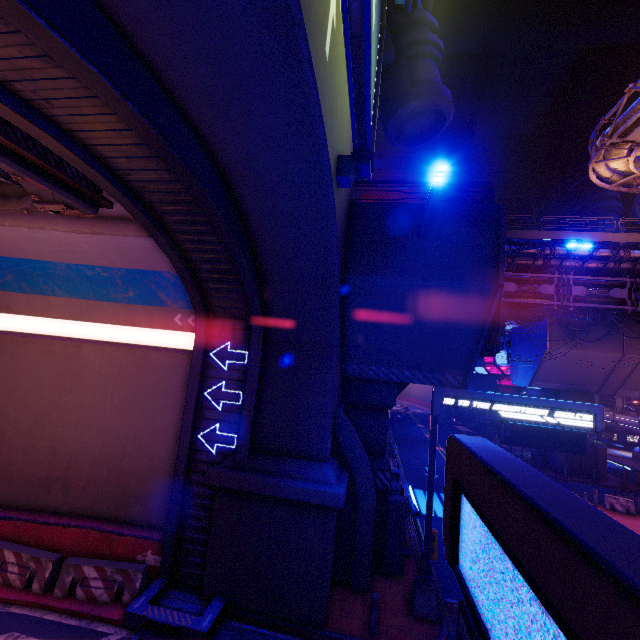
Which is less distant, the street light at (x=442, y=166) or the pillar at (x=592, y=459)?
the street light at (x=442, y=166)

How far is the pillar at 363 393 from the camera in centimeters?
1222cm

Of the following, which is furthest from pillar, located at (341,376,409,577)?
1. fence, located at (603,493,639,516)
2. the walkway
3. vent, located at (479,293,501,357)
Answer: the walkway

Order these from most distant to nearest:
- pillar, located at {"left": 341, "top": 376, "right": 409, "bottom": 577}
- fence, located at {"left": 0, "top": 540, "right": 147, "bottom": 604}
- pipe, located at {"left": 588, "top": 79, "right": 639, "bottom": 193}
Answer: pipe, located at {"left": 588, "top": 79, "right": 639, "bottom": 193} → pillar, located at {"left": 341, "top": 376, "right": 409, "bottom": 577} → fence, located at {"left": 0, "top": 540, "right": 147, "bottom": 604}

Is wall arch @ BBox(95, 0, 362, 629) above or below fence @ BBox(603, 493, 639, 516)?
above

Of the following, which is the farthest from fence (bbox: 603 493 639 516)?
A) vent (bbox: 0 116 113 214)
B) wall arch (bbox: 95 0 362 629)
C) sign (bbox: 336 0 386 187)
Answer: vent (bbox: 0 116 113 214)

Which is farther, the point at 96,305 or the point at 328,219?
the point at 96,305

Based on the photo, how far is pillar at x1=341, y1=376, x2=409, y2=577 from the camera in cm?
1222
